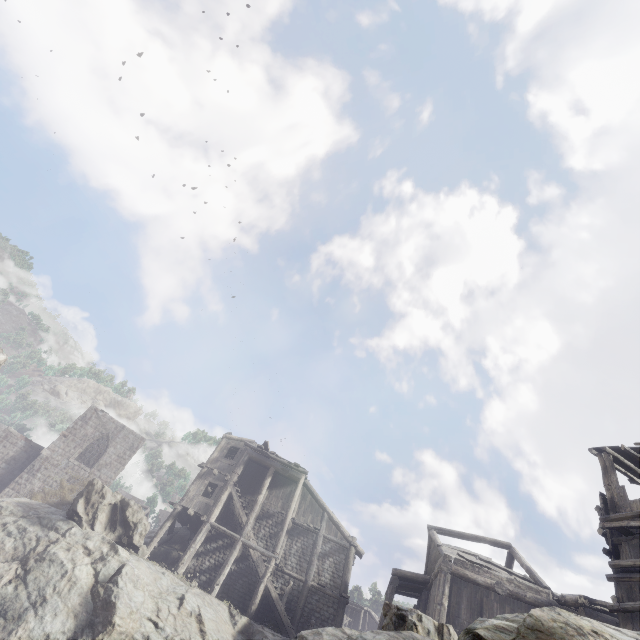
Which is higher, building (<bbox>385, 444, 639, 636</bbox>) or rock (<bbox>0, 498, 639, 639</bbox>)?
building (<bbox>385, 444, 639, 636</bbox>)

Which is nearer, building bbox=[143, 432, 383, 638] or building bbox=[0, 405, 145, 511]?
building bbox=[143, 432, 383, 638]

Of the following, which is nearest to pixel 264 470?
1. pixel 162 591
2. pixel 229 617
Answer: pixel 229 617

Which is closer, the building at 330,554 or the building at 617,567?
the building at 617,567

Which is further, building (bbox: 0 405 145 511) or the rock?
building (bbox: 0 405 145 511)

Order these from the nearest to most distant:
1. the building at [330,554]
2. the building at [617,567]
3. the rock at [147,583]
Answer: the rock at [147,583], the building at [617,567], the building at [330,554]
